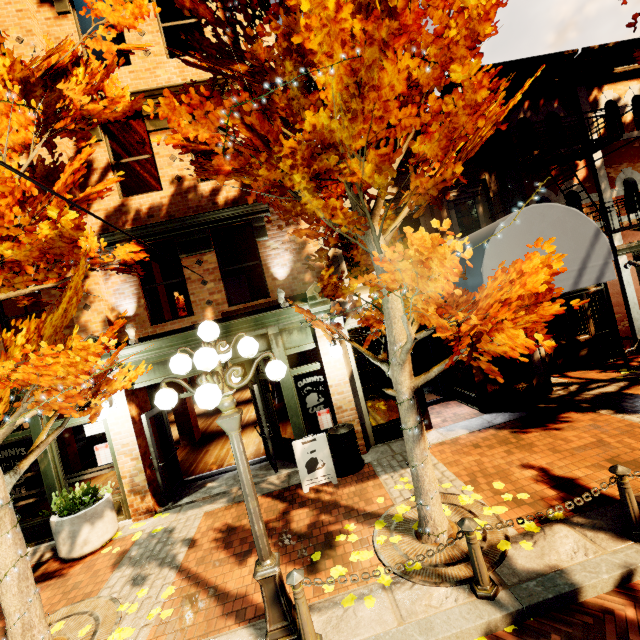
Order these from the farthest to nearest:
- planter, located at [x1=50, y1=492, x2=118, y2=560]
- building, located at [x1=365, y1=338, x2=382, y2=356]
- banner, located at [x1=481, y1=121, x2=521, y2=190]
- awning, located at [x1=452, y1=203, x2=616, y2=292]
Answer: building, located at [x1=365, y1=338, x2=382, y2=356]
banner, located at [x1=481, y1=121, x2=521, y2=190]
planter, located at [x1=50, y1=492, x2=118, y2=560]
awning, located at [x1=452, y1=203, x2=616, y2=292]

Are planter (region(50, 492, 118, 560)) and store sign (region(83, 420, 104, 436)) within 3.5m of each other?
yes

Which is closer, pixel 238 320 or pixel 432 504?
pixel 432 504

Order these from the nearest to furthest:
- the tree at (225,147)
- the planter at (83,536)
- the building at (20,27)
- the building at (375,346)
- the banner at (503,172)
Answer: the tree at (225,147), the planter at (83,536), the building at (20,27), the banner at (503,172), the building at (375,346)

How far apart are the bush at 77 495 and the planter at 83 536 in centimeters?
2cm

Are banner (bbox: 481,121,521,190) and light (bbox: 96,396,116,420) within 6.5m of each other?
no

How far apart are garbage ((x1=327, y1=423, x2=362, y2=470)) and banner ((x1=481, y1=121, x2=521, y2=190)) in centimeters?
598cm

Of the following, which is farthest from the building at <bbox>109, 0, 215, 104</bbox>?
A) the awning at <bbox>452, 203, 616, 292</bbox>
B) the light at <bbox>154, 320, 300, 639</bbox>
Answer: the light at <bbox>154, 320, 300, 639</bbox>
